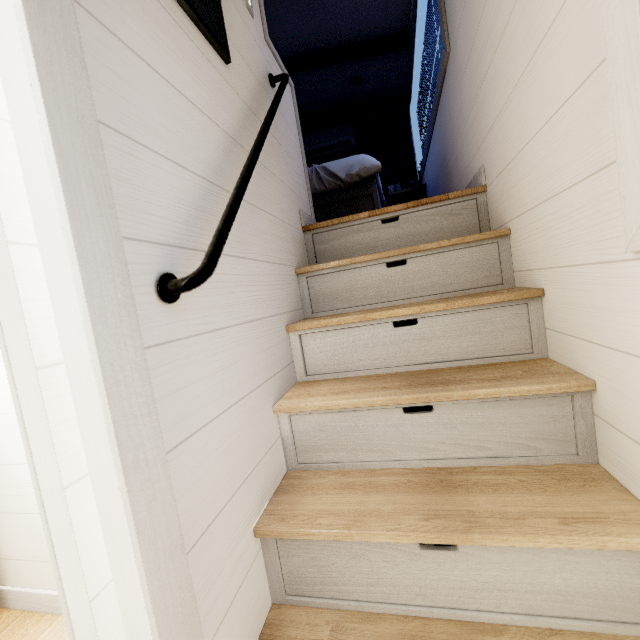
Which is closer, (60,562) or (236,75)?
(60,562)
